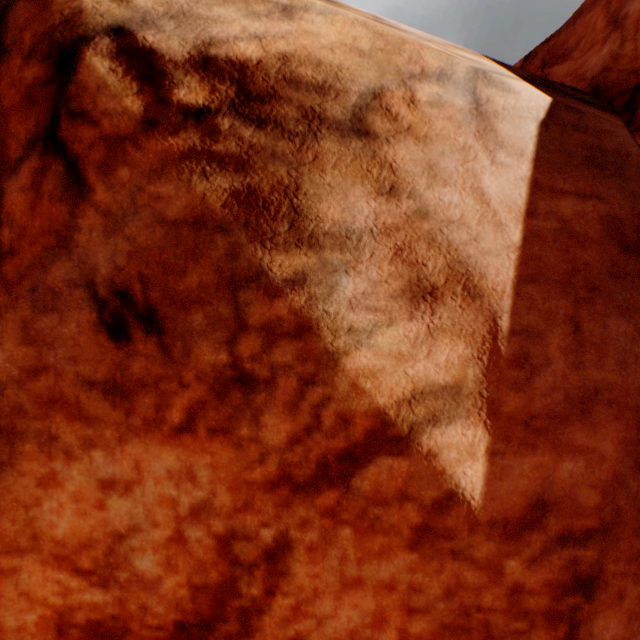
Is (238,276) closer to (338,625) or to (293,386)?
(293,386)
